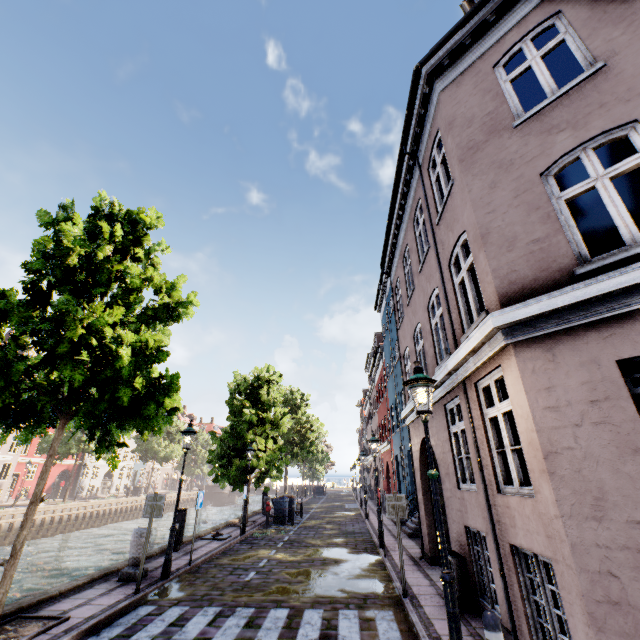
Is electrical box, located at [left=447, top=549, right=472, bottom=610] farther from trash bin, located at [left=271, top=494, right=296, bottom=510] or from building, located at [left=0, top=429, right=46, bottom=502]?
building, located at [left=0, top=429, right=46, bottom=502]

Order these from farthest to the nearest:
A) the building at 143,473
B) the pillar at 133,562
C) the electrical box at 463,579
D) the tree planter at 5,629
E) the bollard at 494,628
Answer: the building at 143,473, the pillar at 133,562, the electrical box at 463,579, the tree planter at 5,629, the bollard at 494,628

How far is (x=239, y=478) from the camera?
17.6 meters

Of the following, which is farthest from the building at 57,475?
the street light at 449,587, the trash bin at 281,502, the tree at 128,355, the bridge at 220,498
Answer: the street light at 449,587

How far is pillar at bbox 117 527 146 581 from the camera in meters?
8.0 m

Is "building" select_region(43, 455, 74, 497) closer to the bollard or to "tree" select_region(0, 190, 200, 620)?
"tree" select_region(0, 190, 200, 620)

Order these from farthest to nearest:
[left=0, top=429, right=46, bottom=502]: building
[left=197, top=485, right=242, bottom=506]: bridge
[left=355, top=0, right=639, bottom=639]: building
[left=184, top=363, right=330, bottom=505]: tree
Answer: [left=197, top=485, right=242, bottom=506]: bridge < [left=0, top=429, right=46, bottom=502]: building < [left=184, top=363, right=330, bottom=505]: tree < [left=355, top=0, right=639, bottom=639]: building

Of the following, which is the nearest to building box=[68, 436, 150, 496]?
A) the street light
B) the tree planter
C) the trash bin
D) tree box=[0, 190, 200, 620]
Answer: tree box=[0, 190, 200, 620]
